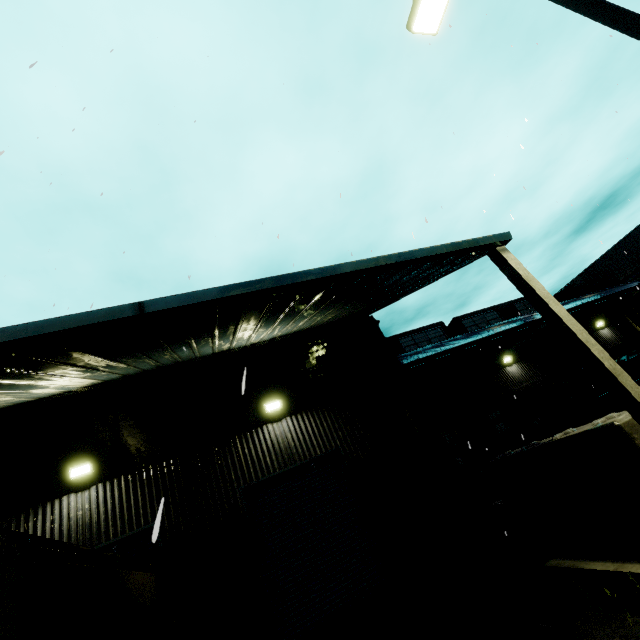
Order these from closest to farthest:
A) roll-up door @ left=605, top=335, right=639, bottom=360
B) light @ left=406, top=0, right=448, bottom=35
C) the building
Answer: the building
light @ left=406, top=0, right=448, bottom=35
roll-up door @ left=605, top=335, right=639, bottom=360

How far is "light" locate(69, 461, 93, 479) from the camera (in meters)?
7.94

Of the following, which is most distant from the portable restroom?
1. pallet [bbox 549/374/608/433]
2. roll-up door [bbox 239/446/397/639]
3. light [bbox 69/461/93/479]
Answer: light [bbox 69/461/93/479]

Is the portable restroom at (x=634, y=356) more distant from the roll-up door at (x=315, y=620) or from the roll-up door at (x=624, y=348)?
the roll-up door at (x=315, y=620)

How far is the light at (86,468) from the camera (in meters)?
7.94

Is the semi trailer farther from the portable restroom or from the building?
the portable restroom

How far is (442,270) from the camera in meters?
7.1 m

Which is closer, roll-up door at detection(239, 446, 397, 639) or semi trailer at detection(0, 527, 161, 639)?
semi trailer at detection(0, 527, 161, 639)
